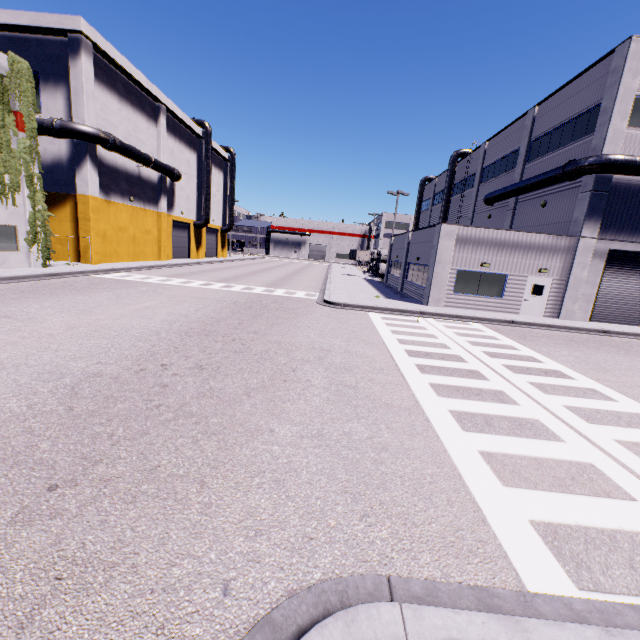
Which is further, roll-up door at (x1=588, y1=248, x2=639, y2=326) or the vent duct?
roll-up door at (x1=588, y1=248, x2=639, y2=326)

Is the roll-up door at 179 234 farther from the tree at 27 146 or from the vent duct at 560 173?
the vent duct at 560 173

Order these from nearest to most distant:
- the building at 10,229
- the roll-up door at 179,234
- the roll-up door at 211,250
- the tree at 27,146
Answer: the tree at 27,146 → the building at 10,229 → the roll-up door at 179,234 → the roll-up door at 211,250

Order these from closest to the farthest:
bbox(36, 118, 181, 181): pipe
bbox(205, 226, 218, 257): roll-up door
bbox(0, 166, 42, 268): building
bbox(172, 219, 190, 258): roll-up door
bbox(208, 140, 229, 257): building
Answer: bbox(0, 166, 42, 268): building, bbox(36, 118, 181, 181): pipe, bbox(172, 219, 190, 258): roll-up door, bbox(208, 140, 229, 257): building, bbox(205, 226, 218, 257): roll-up door

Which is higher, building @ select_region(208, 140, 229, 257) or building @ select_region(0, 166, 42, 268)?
building @ select_region(208, 140, 229, 257)

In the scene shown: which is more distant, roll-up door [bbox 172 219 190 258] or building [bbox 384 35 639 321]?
roll-up door [bbox 172 219 190 258]

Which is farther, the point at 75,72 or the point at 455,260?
the point at 75,72

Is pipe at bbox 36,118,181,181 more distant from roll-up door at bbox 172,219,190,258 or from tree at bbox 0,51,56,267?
tree at bbox 0,51,56,267
